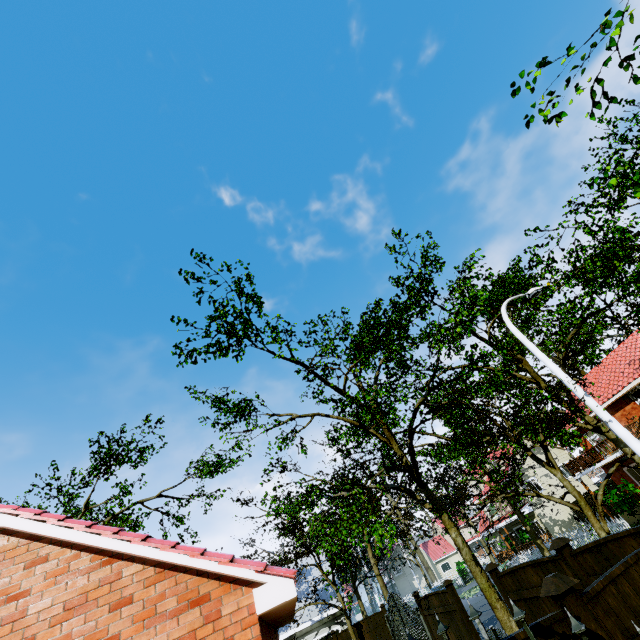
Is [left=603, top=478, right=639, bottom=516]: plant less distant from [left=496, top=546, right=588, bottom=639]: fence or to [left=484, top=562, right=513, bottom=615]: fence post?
[left=484, top=562, right=513, bottom=615]: fence post

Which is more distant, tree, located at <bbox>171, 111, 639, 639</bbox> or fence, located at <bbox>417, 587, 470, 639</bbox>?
tree, located at <bbox>171, 111, 639, 639</bbox>

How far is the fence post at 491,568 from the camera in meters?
7.7 m

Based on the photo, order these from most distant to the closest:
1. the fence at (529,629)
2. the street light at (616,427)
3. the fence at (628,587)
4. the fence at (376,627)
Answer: the fence at (376,627), the street light at (616,427), the fence at (628,587), the fence at (529,629)

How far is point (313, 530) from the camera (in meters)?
17.39

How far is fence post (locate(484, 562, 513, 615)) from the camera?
7.7 meters

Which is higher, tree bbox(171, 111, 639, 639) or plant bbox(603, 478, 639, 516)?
tree bbox(171, 111, 639, 639)

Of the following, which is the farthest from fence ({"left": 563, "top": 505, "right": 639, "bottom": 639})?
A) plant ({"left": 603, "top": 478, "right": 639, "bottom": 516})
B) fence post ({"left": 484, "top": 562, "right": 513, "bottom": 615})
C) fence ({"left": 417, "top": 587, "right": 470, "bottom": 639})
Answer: plant ({"left": 603, "top": 478, "right": 639, "bottom": 516})
